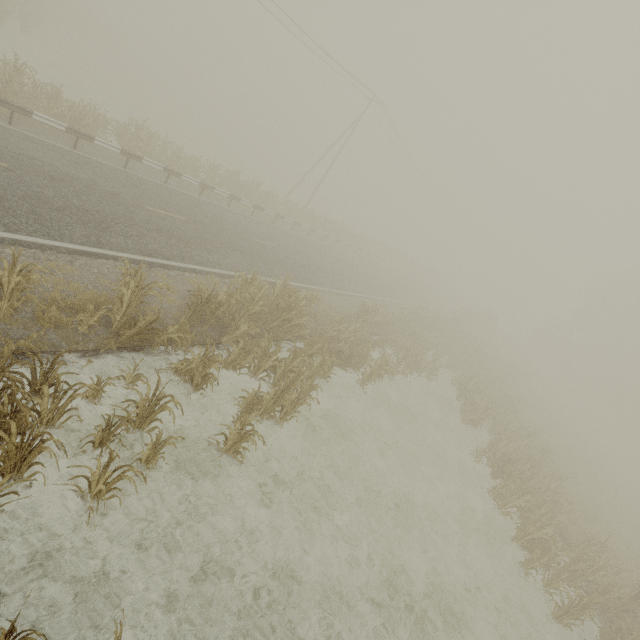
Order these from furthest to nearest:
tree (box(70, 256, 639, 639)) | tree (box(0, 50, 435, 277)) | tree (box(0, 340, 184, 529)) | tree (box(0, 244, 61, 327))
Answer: tree (box(0, 50, 435, 277)) → tree (box(70, 256, 639, 639)) → tree (box(0, 244, 61, 327)) → tree (box(0, 340, 184, 529))

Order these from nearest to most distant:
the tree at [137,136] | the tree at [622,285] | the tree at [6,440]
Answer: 1. the tree at [6,440]
2. the tree at [622,285]
3. the tree at [137,136]

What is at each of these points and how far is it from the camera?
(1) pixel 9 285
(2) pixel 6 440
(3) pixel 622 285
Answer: (1) tree, 6.0 meters
(2) tree, 4.6 meters
(3) tree, 40.7 meters

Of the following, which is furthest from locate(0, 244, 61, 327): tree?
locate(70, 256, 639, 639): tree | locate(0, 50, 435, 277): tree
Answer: locate(0, 50, 435, 277): tree

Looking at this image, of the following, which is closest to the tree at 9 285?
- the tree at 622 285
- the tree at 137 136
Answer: the tree at 622 285

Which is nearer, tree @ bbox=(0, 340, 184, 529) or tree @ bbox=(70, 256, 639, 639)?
tree @ bbox=(0, 340, 184, 529)

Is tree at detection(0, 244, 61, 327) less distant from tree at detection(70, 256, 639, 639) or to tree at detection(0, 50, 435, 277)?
tree at detection(70, 256, 639, 639)
